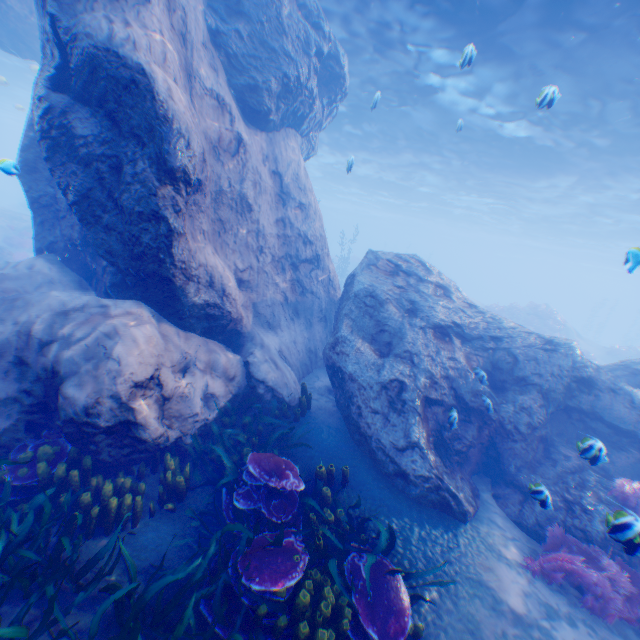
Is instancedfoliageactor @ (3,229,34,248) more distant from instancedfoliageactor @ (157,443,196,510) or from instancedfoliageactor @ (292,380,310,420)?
instancedfoliageactor @ (157,443,196,510)

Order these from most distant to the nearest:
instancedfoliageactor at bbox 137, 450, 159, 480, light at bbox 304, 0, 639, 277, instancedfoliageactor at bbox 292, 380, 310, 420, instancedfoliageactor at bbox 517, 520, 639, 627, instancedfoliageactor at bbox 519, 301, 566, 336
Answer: instancedfoliageactor at bbox 519, 301, 566, 336
light at bbox 304, 0, 639, 277
instancedfoliageactor at bbox 292, 380, 310, 420
instancedfoliageactor at bbox 137, 450, 159, 480
instancedfoliageactor at bbox 517, 520, 639, 627

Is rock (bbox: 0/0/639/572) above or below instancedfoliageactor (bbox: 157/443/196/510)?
above

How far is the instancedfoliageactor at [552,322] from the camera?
26.8 meters

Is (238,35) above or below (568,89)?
below

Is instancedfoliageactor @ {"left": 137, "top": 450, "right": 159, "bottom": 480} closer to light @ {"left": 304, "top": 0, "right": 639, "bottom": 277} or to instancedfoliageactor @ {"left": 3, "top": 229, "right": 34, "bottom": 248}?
light @ {"left": 304, "top": 0, "right": 639, "bottom": 277}

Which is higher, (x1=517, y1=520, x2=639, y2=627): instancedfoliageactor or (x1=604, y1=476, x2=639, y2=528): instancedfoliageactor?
(x1=604, y1=476, x2=639, y2=528): instancedfoliageactor

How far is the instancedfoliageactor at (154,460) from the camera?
5.55m
